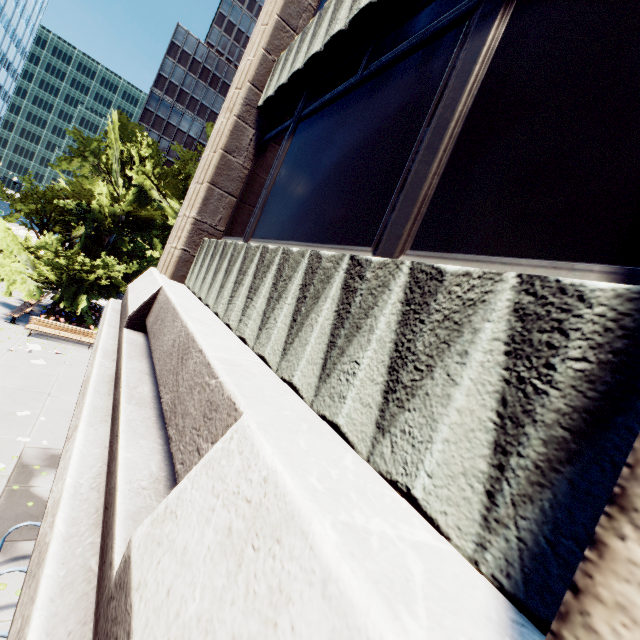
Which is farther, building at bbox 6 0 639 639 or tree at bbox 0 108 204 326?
tree at bbox 0 108 204 326

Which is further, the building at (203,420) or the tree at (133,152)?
the tree at (133,152)

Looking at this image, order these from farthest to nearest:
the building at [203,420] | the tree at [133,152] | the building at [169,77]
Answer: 1. the building at [169,77]
2. the tree at [133,152]
3. the building at [203,420]

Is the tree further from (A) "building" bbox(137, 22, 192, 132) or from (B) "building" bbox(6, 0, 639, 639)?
(A) "building" bbox(137, 22, 192, 132)

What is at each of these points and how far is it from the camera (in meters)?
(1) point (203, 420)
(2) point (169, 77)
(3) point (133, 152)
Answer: (1) building, 1.90
(2) building, 59.59
(3) tree, 18.75

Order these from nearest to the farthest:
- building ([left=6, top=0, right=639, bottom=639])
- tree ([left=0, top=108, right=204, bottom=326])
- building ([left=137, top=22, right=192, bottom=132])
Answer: building ([left=6, top=0, right=639, bottom=639])
tree ([left=0, top=108, right=204, bottom=326])
building ([left=137, top=22, right=192, bottom=132])

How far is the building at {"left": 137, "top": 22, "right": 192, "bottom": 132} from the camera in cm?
5869
